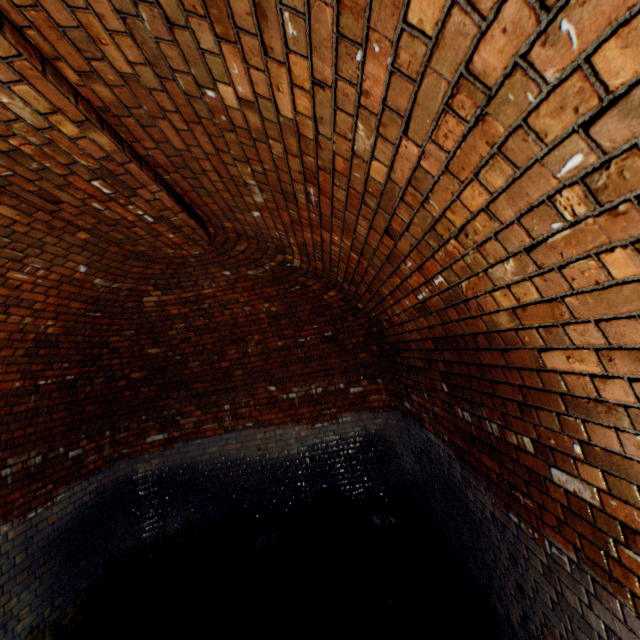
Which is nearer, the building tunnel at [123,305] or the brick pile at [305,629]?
the building tunnel at [123,305]

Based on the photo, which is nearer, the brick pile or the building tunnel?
the building tunnel

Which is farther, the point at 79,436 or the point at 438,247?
the point at 79,436
